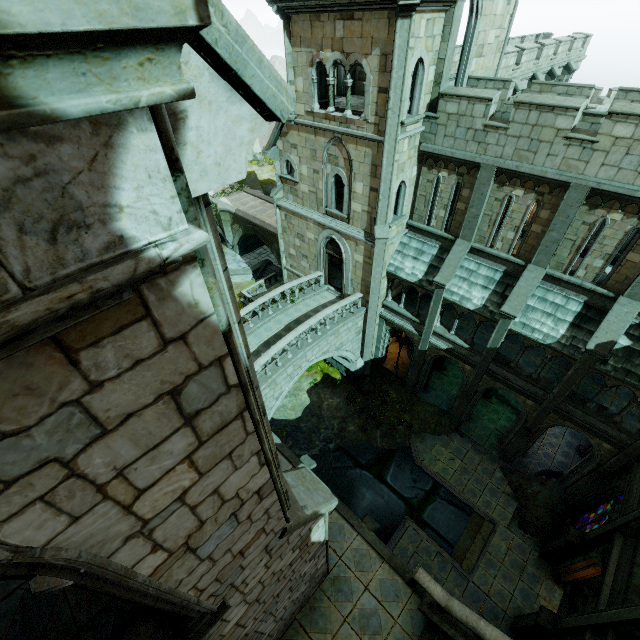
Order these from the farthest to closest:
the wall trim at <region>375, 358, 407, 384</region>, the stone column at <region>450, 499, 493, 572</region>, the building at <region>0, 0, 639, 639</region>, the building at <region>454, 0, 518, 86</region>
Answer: the wall trim at <region>375, 358, 407, 384</region> → the stone column at <region>450, 499, 493, 572</region> → the building at <region>454, 0, 518, 86</region> → the building at <region>0, 0, 639, 639</region>

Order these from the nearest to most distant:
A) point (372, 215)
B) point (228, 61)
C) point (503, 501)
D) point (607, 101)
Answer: point (228, 61), point (372, 215), point (503, 501), point (607, 101)

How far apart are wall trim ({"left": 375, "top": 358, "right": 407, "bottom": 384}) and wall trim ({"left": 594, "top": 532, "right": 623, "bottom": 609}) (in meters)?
11.52

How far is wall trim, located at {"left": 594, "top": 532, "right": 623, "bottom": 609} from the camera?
10.0m

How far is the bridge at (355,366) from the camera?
15.32m

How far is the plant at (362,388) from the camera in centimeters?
2120cm

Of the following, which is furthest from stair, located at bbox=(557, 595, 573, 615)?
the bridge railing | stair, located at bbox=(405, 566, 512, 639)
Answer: the bridge railing

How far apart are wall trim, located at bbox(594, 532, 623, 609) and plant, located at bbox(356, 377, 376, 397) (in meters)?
11.50
